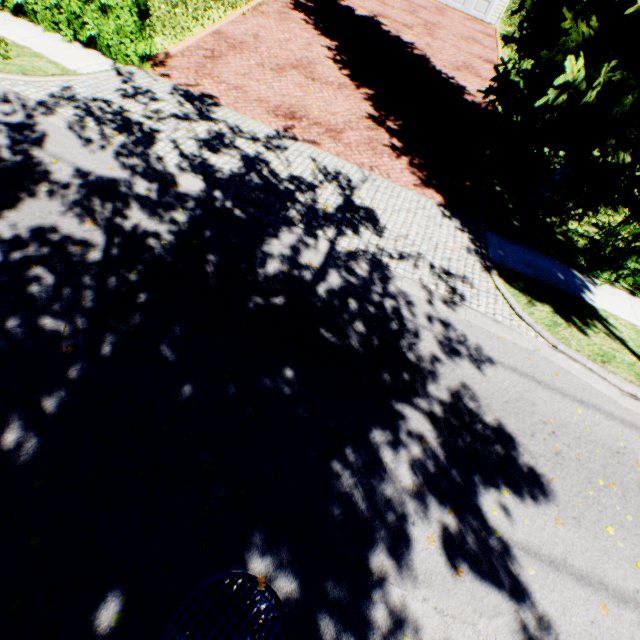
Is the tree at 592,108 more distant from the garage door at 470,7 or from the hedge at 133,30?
the garage door at 470,7

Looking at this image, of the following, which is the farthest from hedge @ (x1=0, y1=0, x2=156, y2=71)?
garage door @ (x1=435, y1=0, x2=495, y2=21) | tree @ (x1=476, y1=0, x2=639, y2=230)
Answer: garage door @ (x1=435, y1=0, x2=495, y2=21)

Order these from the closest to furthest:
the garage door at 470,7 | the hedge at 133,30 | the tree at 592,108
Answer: the tree at 592,108 → the hedge at 133,30 → the garage door at 470,7

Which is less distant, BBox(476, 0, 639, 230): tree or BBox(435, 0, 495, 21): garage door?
BBox(476, 0, 639, 230): tree

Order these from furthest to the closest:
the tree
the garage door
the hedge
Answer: the garage door → the hedge → the tree

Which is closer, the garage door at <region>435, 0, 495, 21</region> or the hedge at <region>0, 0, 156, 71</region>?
the hedge at <region>0, 0, 156, 71</region>

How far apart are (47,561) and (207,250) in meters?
4.3

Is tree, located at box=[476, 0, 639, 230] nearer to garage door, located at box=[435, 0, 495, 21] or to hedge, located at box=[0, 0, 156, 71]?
hedge, located at box=[0, 0, 156, 71]
